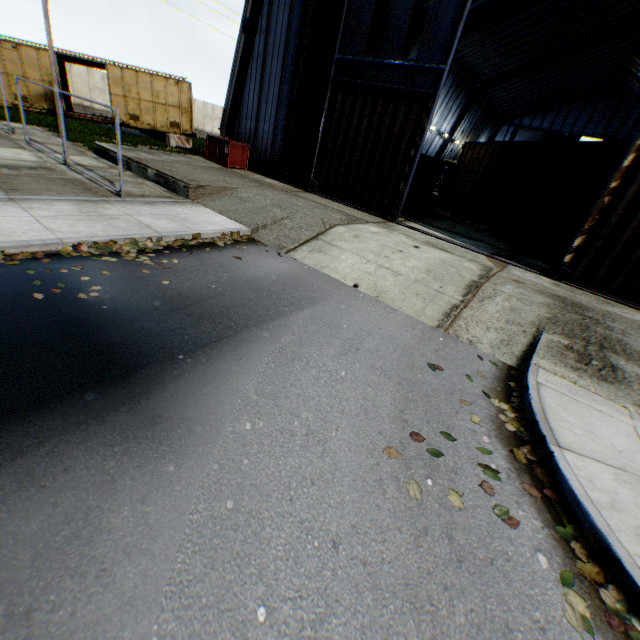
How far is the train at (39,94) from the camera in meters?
19.6

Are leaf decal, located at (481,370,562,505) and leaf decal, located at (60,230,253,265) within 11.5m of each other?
yes

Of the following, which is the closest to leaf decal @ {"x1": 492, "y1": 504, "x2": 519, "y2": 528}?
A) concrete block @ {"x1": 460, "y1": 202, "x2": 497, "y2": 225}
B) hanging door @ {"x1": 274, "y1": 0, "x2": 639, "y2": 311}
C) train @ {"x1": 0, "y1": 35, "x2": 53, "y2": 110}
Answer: hanging door @ {"x1": 274, "y1": 0, "x2": 639, "y2": 311}

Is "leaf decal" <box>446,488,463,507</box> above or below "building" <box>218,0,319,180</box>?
below

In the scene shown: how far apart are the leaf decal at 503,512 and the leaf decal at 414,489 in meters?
0.7 m

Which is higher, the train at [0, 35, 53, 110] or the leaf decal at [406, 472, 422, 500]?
the train at [0, 35, 53, 110]

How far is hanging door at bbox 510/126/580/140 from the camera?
43.66m

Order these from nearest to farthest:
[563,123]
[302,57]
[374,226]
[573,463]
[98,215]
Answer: [573,463], [98,215], [374,226], [302,57], [563,123]
